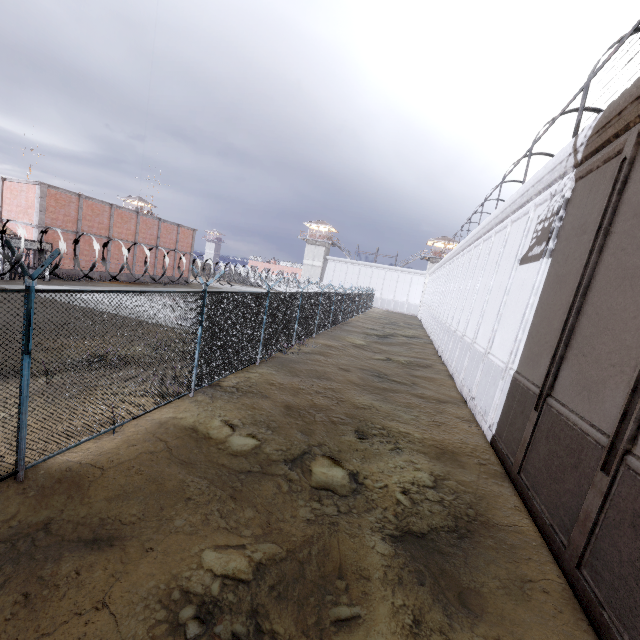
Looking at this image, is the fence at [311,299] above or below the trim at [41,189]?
below

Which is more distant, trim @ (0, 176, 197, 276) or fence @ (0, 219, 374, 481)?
trim @ (0, 176, 197, 276)

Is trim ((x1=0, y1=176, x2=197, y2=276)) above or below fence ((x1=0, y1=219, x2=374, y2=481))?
above

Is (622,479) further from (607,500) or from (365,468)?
(365,468)

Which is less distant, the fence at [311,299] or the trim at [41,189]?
the fence at [311,299]
